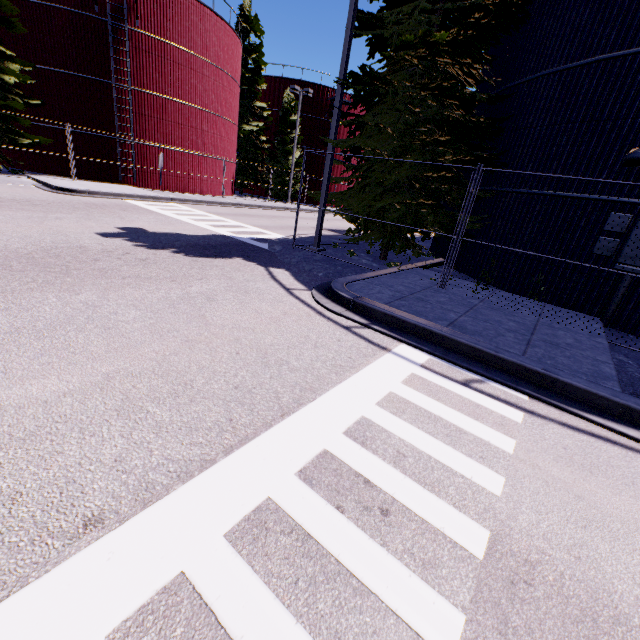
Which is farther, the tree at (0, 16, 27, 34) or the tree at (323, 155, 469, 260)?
the tree at (0, 16, 27, 34)

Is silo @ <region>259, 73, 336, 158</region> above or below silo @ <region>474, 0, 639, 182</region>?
above

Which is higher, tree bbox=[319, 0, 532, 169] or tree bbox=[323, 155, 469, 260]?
tree bbox=[319, 0, 532, 169]

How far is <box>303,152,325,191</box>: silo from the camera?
37.3 meters

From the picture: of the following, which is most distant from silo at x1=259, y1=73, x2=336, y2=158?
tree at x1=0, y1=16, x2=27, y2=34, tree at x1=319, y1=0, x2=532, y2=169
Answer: tree at x1=0, y1=16, x2=27, y2=34

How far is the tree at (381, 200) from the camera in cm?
942

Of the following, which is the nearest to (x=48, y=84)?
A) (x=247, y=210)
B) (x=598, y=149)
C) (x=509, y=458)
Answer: (x=247, y=210)

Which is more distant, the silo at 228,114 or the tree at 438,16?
the silo at 228,114
